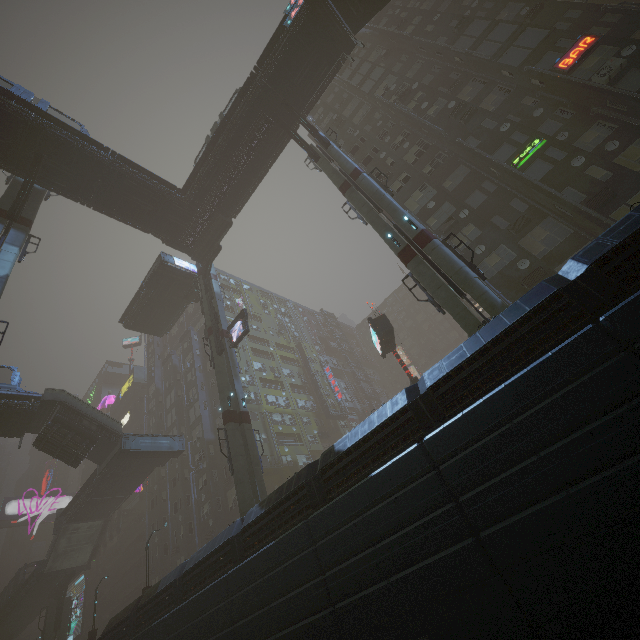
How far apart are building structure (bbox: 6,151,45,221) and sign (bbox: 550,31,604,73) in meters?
36.8 m

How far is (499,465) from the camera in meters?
8.9 m

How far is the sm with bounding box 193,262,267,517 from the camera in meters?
21.2 m

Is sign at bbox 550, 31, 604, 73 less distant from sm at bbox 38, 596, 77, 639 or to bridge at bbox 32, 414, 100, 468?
sm at bbox 38, 596, 77, 639

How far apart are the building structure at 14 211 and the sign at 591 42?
36.78m

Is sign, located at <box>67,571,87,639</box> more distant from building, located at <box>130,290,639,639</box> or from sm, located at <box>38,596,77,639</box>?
sm, located at <box>38,596,77,639</box>

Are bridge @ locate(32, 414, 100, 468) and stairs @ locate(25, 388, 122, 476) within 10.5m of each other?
yes

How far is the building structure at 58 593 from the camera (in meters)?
37.39
